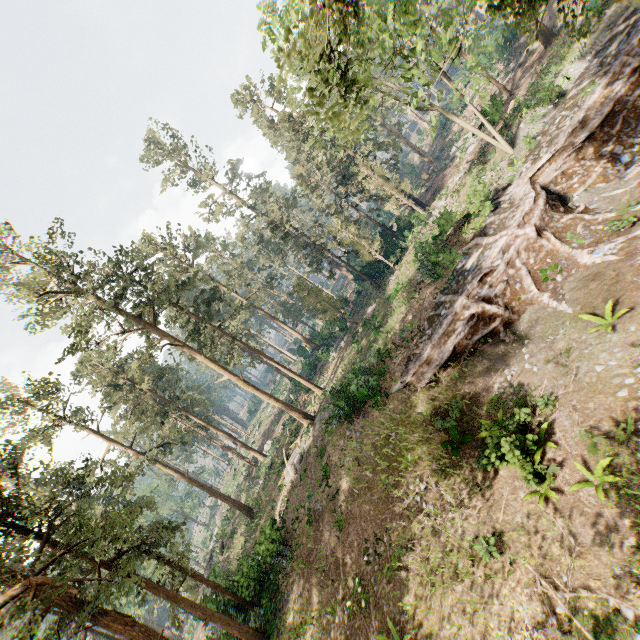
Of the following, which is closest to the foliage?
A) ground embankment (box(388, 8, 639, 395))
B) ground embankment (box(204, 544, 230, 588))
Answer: ground embankment (box(204, 544, 230, 588))

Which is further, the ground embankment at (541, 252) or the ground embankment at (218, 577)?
the ground embankment at (218, 577)

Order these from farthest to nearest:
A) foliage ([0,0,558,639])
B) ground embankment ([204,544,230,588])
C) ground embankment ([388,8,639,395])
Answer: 1. ground embankment ([204,544,230,588])
2. ground embankment ([388,8,639,395])
3. foliage ([0,0,558,639])

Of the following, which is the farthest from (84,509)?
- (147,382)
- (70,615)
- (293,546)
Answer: (293,546)

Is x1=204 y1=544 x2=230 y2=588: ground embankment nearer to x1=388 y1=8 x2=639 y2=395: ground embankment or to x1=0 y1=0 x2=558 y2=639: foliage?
x1=0 y1=0 x2=558 y2=639: foliage

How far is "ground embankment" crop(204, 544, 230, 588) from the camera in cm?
2819

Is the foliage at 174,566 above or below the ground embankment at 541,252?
above
